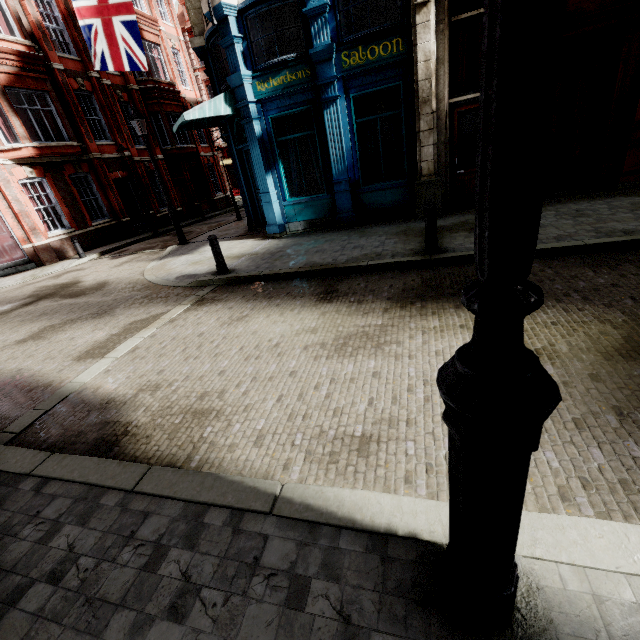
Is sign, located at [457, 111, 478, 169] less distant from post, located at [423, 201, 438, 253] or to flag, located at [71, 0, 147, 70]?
post, located at [423, 201, 438, 253]

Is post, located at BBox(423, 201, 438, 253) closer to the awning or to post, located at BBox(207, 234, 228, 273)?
post, located at BBox(207, 234, 228, 273)

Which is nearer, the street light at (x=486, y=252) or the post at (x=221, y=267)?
the street light at (x=486, y=252)

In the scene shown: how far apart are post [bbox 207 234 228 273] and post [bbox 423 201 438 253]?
4.72m

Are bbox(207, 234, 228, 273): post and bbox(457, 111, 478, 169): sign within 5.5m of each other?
no

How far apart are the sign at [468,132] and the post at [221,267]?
7.22m

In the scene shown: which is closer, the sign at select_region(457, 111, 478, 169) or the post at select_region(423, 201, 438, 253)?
the post at select_region(423, 201, 438, 253)

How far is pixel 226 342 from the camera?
4.9m
